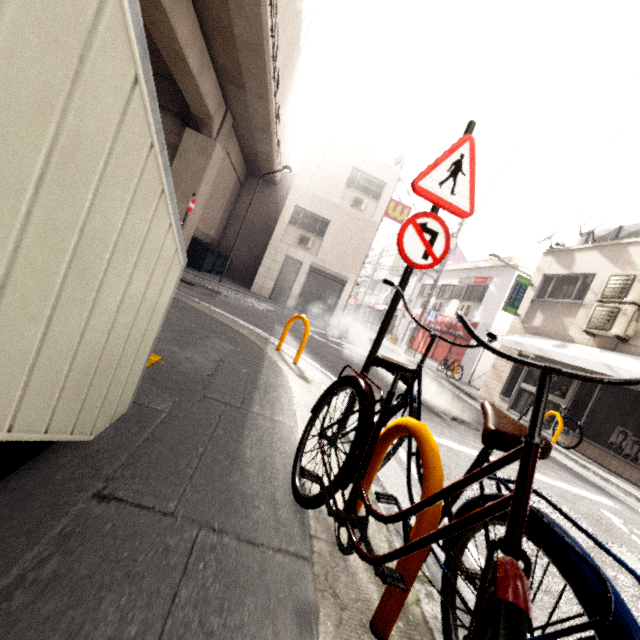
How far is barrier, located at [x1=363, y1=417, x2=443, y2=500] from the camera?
1.22m

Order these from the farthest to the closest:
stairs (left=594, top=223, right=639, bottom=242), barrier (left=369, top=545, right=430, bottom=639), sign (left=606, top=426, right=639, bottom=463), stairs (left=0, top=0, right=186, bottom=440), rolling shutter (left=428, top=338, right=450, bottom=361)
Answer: rolling shutter (left=428, top=338, right=450, bottom=361)
stairs (left=594, top=223, right=639, bottom=242)
sign (left=606, top=426, right=639, bottom=463)
barrier (left=369, top=545, right=430, bottom=639)
stairs (left=0, top=0, right=186, bottom=440)

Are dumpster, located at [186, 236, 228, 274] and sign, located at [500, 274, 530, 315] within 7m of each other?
no

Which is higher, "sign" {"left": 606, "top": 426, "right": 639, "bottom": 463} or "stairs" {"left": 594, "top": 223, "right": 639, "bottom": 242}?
"stairs" {"left": 594, "top": 223, "right": 639, "bottom": 242}

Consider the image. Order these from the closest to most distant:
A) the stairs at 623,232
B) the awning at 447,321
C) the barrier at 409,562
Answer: the barrier at 409,562 → the stairs at 623,232 → the awning at 447,321

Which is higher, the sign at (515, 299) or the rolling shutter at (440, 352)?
the sign at (515, 299)

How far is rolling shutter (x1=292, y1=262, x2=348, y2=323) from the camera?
17.1m

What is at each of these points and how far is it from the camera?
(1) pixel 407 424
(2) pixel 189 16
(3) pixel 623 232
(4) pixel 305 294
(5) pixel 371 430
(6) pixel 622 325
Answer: (1) barrier, 1.5m
(2) concrete pillar, 8.6m
(3) stairs, 9.7m
(4) rolling shutter, 17.2m
(5) bicycle, 1.5m
(6) air conditioner, 8.0m
